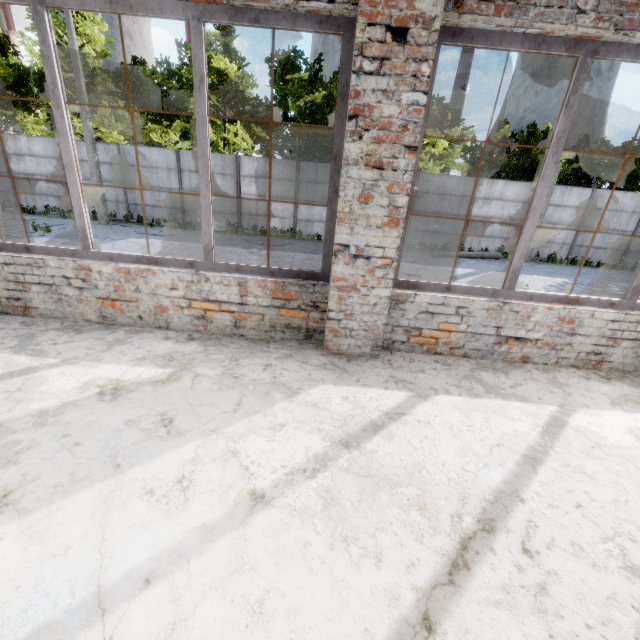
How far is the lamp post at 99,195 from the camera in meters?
13.0

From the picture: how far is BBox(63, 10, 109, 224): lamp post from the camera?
13.0 meters

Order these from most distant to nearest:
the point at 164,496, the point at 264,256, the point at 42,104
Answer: the point at 42,104
the point at 264,256
the point at 164,496

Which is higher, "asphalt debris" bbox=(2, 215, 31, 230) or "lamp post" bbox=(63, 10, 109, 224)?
"lamp post" bbox=(63, 10, 109, 224)

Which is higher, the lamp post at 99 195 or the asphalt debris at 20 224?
the lamp post at 99 195
